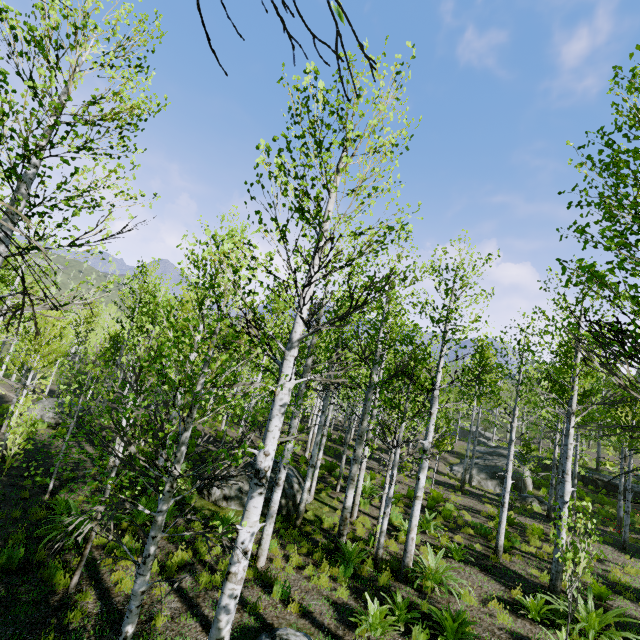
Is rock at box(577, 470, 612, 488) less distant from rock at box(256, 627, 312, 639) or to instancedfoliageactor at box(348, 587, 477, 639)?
instancedfoliageactor at box(348, 587, 477, 639)

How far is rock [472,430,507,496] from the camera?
24.7m

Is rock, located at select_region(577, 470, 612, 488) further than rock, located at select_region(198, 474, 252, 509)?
Yes

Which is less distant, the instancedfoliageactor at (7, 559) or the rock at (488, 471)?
the instancedfoliageactor at (7, 559)

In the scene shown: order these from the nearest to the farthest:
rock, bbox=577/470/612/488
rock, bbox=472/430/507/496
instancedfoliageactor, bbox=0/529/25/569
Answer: instancedfoliageactor, bbox=0/529/25/569, rock, bbox=472/430/507/496, rock, bbox=577/470/612/488

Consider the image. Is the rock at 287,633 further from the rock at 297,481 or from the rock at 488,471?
the rock at 488,471

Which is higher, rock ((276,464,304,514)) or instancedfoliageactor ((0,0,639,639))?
instancedfoliageactor ((0,0,639,639))

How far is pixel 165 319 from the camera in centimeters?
2336cm
